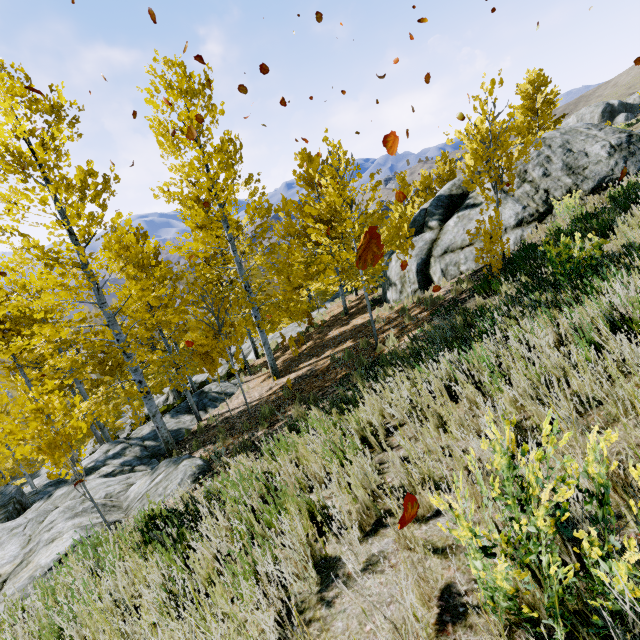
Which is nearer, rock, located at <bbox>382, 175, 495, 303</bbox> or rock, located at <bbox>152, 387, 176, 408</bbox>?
rock, located at <bbox>382, 175, 495, 303</bbox>

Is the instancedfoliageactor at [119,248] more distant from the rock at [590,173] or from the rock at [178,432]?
the rock at [590,173]

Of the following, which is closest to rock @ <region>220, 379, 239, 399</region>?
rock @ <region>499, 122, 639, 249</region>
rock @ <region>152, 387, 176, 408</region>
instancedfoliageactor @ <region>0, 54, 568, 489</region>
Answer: instancedfoliageactor @ <region>0, 54, 568, 489</region>

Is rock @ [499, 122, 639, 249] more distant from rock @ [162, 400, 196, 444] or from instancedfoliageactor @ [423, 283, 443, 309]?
rock @ [162, 400, 196, 444]

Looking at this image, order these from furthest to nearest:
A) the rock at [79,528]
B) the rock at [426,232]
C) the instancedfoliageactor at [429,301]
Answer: the rock at [426,232] < the instancedfoliageactor at [429,301] < the rock at [79,528]

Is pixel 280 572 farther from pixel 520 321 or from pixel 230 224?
pixel 230 224

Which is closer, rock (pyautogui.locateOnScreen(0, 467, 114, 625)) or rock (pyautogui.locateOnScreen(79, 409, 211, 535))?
rock (pyautogui.locateOnScreen(0, 467, 114, 625))
